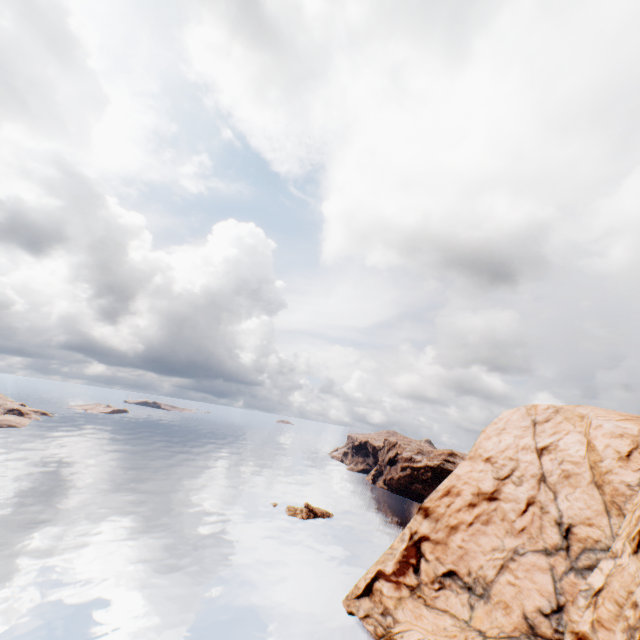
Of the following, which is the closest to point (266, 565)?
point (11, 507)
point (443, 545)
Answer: point (443, 545)
